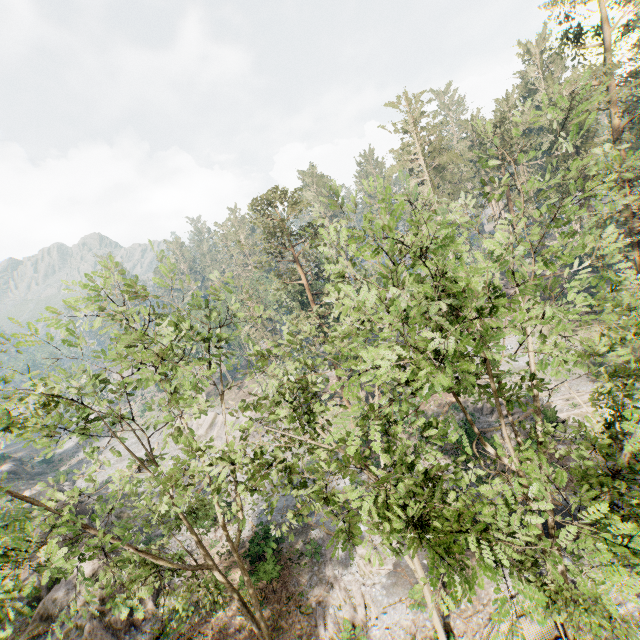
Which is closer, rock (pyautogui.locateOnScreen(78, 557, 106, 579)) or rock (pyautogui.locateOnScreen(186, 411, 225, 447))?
rock (pyautogui.locateOnScreen(78, 557, 106, 579))

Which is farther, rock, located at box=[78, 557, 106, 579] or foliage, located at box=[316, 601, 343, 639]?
rock, located at box=[78, 557, 106, 579]

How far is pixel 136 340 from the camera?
9.6m

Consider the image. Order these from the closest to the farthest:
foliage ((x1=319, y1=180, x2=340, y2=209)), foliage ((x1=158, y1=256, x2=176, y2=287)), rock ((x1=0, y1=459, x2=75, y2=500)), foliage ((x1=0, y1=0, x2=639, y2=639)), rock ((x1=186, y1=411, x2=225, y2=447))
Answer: foliage ((x1=0, y1=0, x2=639, y2=639)), foliage ((x1=158, y1=256, x2=176, y2=287)), foliage ((x1=319, y1=180, x2=340, y2=209)), rock ((x1=0, y1=459, x2=75, y2=500)), rock ((x1=186, y1=411, x2=225, y2=447))

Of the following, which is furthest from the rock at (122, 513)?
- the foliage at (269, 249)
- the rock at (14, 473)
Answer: the foliage at (269, 249)

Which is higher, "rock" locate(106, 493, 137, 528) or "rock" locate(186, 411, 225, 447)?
"rock" locate(186, 411, 225, 447)

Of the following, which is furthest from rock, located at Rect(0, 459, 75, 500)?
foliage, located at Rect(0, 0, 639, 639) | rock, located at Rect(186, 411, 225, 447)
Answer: foliage, located at Rect(0, 0, 639, 639)
